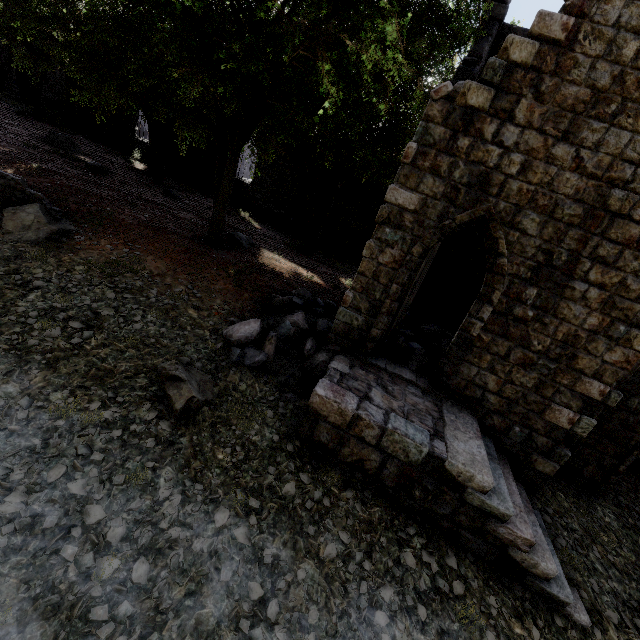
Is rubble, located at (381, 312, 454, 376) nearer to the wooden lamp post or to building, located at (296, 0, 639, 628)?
building, located at (296, 0, 639, 628)

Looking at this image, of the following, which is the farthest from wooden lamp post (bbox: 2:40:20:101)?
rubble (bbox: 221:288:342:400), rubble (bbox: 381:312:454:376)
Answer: rubble (bbox: 381:312:454:376)

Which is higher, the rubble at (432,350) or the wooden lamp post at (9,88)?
the wooden lamp post at (9,88)

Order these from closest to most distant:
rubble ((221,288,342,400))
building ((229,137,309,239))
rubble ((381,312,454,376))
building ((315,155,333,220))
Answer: rubble ((221,288,342,400))
rubble ((381,312,454,376))
building ((315,155,333,220))
building ((229,137,309,239))

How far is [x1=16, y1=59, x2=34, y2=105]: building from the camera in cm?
2466

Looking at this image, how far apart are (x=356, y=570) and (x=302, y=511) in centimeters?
116cm

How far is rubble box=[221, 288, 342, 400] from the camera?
7.45m

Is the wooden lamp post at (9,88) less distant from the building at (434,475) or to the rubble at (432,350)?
the building at (434,475)
